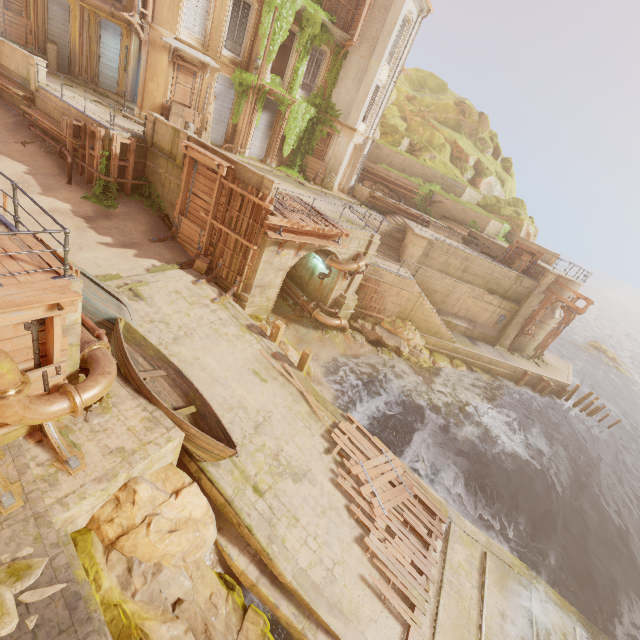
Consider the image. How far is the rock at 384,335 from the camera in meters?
18.3 m

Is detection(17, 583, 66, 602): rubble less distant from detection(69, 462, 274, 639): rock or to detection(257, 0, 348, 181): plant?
detection(69, 462, 274, 639): rock

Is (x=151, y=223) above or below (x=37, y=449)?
above

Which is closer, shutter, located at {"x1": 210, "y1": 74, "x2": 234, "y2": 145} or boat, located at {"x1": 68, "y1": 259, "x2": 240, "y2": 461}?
boat, located at {"x1": 68, "y1": 259, "x2": 240, "y2": 461}

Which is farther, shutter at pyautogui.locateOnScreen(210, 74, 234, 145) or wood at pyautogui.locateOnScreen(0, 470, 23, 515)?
shutter at pyautogui.locateOnScreen(210, 74, 234, 145)

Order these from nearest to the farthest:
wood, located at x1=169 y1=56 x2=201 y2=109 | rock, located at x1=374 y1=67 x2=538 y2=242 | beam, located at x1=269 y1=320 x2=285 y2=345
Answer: beam, located at x1=269 y1=320 x2=285 y2=345
wood, located at x1=169 y1=56 x2=201 y2=109
rock, located at x1=374 y1=67 x2=538 y2=242

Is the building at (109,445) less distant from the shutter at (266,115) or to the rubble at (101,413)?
the shutter at (266,115)

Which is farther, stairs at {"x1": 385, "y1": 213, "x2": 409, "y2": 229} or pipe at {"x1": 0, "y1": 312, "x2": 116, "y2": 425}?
stairs at {"x1": 385, "y1": 213, "x2": 409, "y2": 229}
